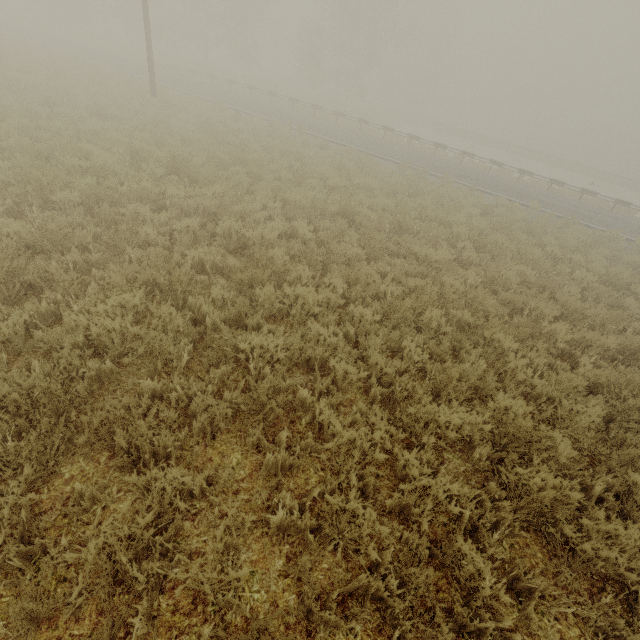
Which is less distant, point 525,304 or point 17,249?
point 17,249

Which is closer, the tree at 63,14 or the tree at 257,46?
the tree at 257,46

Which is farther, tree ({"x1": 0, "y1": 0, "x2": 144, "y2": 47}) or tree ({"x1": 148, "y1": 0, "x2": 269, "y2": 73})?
tree ({"x1": 0, "y1": 0, "x2": 144, "y2": 47})
